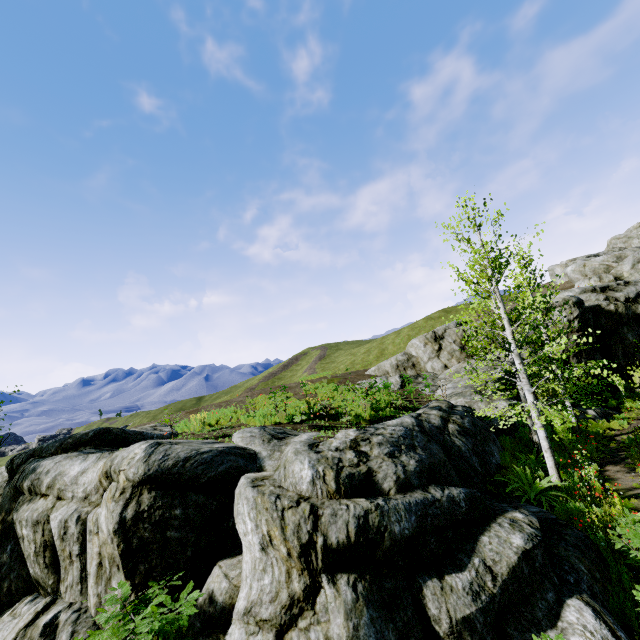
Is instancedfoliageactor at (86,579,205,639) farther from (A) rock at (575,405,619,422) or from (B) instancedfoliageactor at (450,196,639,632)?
(B) instancedfoliageactor at (450,196,639,632)

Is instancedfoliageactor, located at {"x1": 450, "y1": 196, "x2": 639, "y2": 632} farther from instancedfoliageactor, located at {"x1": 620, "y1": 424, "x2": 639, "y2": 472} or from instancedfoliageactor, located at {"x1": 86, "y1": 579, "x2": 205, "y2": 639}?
instancedfoliageactor, located at {"x1": 86, "y1": 579, "x2": 205, "y2": 639}

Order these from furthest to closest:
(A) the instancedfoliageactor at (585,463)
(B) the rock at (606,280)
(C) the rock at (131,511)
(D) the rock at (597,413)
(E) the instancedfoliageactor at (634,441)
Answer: (B) the rock at (606,280), (D) the rock at (597,413), (E) the instancedfoliageactor at (634,441), (A) the instancedfoliageactor at (585,463), (C) the rock at (131,511)

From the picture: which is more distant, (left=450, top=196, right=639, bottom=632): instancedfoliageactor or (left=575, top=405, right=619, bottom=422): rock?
(left=575, top=405, right=619, bottom=422): rock

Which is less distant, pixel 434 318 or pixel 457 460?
pixel 457 460

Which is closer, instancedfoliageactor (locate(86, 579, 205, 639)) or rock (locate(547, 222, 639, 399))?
instancedfoliageactor (locate(86, 579, 205, 639))

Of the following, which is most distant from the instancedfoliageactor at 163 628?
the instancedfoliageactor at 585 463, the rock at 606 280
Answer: the instancedfoliageactor at 585 463

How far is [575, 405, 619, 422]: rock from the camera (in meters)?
18.91
